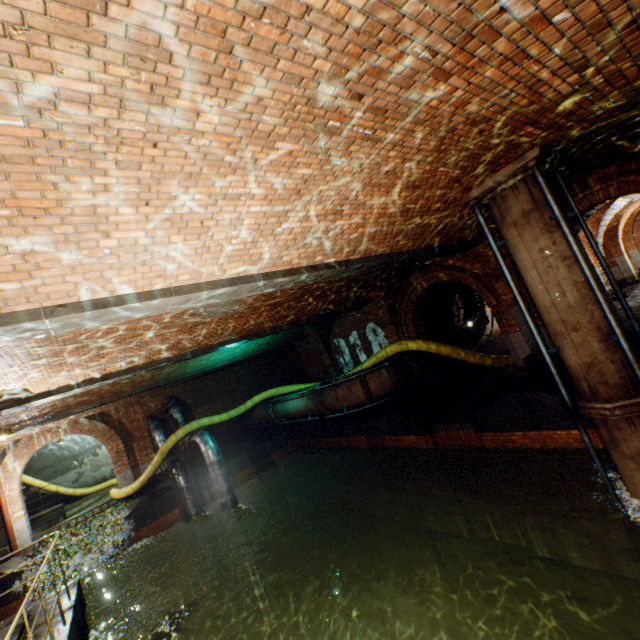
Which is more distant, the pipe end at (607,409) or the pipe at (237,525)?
the pipe at (237,525)

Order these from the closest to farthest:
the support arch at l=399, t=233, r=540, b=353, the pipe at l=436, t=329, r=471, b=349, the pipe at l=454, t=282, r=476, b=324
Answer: the support arch at l=399, t=233, r=540, b=353 → the pipe at l=436, t=329, r=471, b=349 → the pipe at l=454, t=282, r=476, b=324

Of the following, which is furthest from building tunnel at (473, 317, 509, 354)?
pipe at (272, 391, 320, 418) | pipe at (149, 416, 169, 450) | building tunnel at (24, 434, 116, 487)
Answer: building tunnel at (24, 434, 116, 487)

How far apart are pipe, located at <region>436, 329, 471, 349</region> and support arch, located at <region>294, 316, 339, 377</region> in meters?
4.7

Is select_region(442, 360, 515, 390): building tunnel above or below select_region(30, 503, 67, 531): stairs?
below

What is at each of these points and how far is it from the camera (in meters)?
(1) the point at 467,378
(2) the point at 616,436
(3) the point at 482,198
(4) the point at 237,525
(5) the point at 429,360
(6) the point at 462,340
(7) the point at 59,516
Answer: (1) building tunnel, 13.39
(2) pipe, 5.32
(3) pipe end, 6.02
(4) pipe, 12.17
(5) pipe, 11.95
(6) pipe, 13.50
(7) stairs, 16.67

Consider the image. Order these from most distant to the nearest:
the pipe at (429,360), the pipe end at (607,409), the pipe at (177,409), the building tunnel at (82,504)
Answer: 1. the building tunnel at (82,504)
2. the pipe at (177,409)
3. the pipe at (429,360)
4. the pipe end at (607,409)

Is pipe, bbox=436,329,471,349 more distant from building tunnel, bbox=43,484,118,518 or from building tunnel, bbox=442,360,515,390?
building tunnel, bbox=43,484,118,518
